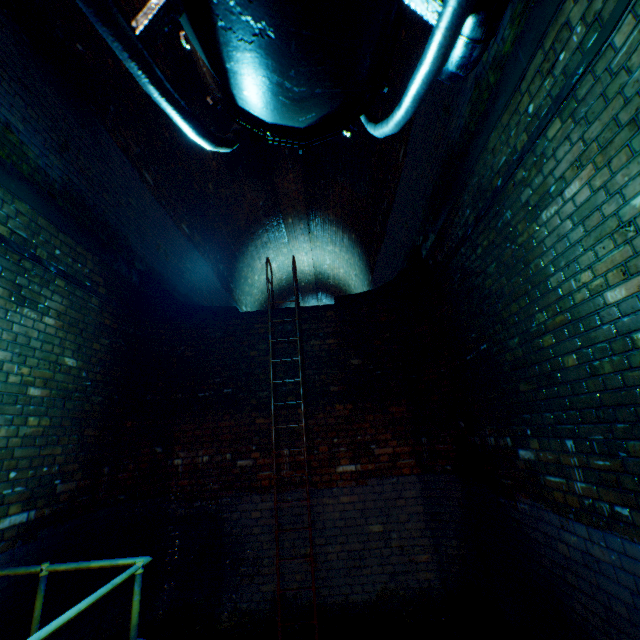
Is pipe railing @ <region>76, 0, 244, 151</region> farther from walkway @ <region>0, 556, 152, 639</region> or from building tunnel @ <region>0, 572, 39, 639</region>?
walkway @ <region>0, 556, 152, 639</region>

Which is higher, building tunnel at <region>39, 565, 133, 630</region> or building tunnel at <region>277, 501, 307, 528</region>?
building tunnel at <region>277, 501, 307, 528</region>

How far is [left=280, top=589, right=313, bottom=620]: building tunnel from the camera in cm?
401

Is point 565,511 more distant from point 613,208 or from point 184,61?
point 184,61

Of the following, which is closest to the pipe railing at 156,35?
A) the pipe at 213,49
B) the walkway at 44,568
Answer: the pipe at 213,49

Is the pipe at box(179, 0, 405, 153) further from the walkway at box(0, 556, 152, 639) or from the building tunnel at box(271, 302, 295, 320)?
the walkway at box(0, 556, 152, 639)

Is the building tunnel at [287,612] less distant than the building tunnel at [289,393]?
Yes
